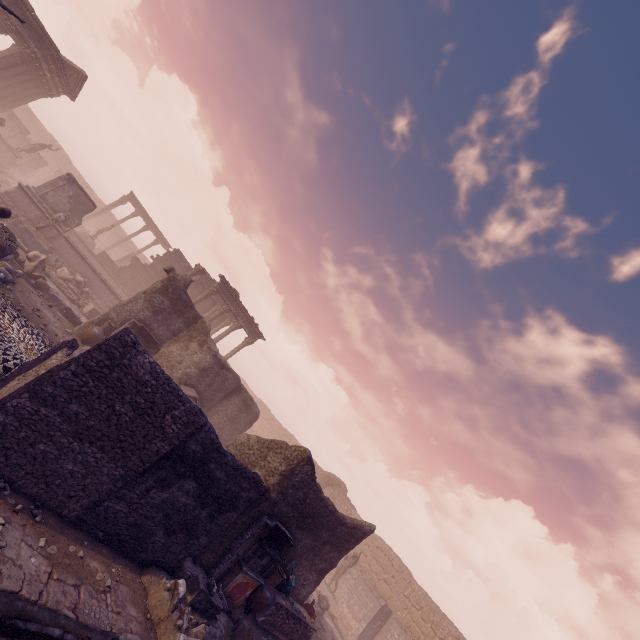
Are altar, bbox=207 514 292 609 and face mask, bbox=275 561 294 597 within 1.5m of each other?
yes

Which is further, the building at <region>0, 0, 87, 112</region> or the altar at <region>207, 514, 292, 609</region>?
the building at <region>0, 0, 87, 112</region>

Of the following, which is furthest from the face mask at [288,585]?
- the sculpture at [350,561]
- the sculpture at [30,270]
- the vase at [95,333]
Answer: the sculpture at [30,270]

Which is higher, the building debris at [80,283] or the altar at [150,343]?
the altar at [150,343]

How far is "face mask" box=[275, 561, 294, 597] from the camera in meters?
10.1

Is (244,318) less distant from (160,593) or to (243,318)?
(243,318)

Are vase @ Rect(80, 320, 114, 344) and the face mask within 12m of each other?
yes

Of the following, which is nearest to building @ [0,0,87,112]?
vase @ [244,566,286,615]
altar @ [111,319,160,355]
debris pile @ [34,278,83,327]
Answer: debris pile @ [34,278,83,327]
